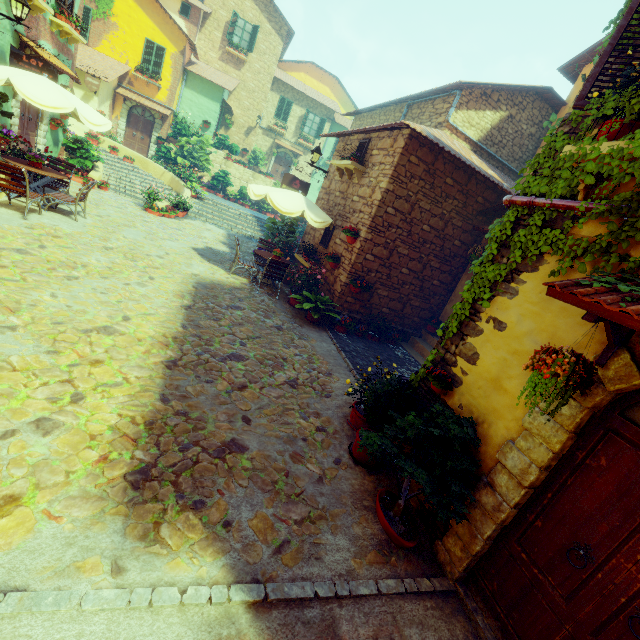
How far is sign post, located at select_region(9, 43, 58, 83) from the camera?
8.0 meters

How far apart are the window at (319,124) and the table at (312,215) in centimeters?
1969cm

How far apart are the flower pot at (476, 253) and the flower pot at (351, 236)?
3.2 meters

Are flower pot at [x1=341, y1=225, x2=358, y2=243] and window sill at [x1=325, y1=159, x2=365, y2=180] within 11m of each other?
yes

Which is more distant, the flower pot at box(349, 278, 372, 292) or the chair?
the flower pot at box(349, 278, 372, 292)

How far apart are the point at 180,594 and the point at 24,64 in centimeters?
1219cm

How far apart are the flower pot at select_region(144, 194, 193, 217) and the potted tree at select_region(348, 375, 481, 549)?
11.4m
